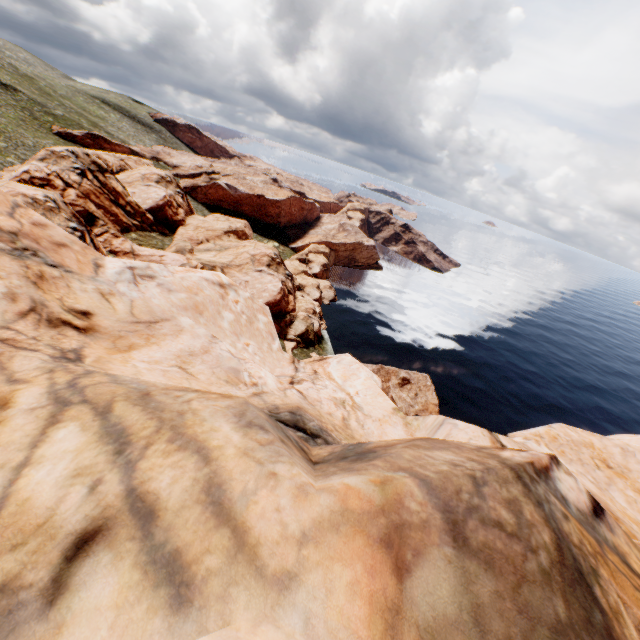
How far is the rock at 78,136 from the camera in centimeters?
5723cm

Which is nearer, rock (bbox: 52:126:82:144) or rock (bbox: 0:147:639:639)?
rock (bbox: 0:147:639:639)

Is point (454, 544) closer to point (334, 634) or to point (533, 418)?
point (334, 634)

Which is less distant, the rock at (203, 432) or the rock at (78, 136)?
the rock at (203, 432)

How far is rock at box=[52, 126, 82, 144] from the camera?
57.23m
